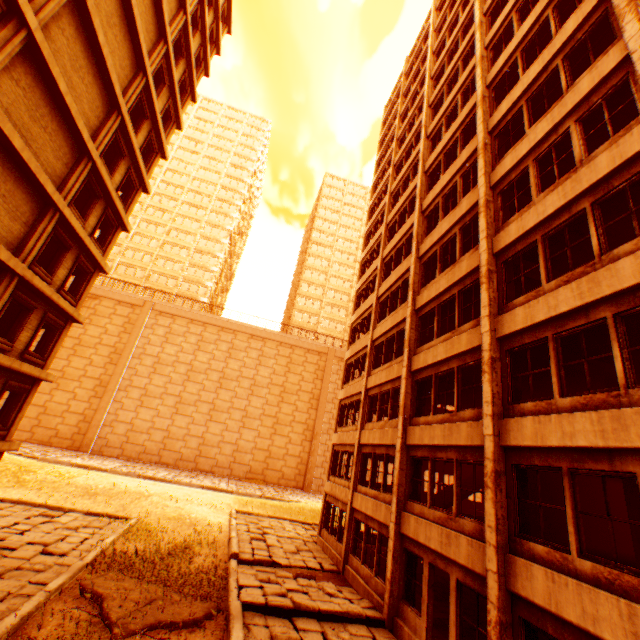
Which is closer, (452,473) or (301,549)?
(301,549)

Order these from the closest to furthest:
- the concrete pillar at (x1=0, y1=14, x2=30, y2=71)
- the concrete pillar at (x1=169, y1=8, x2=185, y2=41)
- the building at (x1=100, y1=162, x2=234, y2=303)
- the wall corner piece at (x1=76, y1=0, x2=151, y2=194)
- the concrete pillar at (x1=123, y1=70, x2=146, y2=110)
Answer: the concrete pillar at (x1=0, y1=14, x2=30, y2=71)
the wall corner piece at (x1=76, y1=0, x2=151, y2=194)
the concrete pillar at (x1=123, y1=70, x2=146, y2=110)
the concrete pillar at (x1=169, y1=8, x2=185, y2=41)
the building at (x1=100, y1=162, x2=234, y2=303)

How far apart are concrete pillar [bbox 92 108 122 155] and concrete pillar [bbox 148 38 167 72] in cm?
347

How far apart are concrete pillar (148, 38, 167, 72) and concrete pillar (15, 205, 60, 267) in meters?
9.4 m

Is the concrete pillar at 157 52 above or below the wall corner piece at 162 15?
below

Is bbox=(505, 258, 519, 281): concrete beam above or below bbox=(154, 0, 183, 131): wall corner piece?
below

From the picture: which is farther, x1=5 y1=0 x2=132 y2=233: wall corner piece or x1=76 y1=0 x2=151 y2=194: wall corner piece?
x1=76 y1=0 x2=151 y2=194: wall corner piece

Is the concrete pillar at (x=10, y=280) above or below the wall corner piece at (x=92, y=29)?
below
